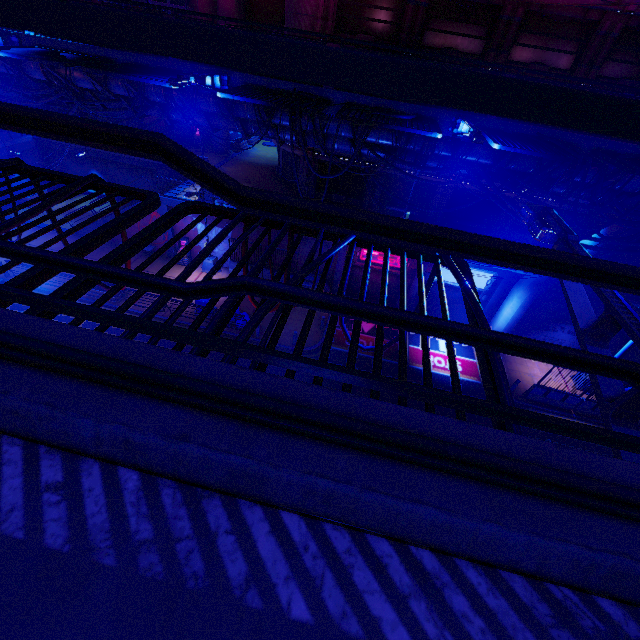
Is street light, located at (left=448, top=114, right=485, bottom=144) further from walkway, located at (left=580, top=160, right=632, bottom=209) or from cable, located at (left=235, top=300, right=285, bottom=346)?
cable, located at (left=235, top=300, right=285, bottom=346)

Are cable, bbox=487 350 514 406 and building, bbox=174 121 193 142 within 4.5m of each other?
no

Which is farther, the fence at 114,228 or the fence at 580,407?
the fence at 580,407

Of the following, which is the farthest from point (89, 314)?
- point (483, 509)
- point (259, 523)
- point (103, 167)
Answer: point (103, 167)

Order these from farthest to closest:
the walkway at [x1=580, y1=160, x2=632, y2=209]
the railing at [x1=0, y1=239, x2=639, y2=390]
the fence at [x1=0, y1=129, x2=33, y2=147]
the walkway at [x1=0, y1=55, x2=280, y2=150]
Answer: the fence at [x1=0, y1=129, x2=33, y2=147], the walkway at [x1=0, y1=55, x2=280, y2=150], the walkway at [x1=580, y1=160, x2=632, y2=209], the railing at [x1=0, y1=239, x2=639, y2=390]

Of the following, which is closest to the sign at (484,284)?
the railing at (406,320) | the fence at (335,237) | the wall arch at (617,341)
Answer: the wall arch at (617,341)

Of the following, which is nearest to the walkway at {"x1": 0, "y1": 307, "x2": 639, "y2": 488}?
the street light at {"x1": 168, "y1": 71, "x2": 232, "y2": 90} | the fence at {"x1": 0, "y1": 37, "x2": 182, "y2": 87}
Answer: the street light at {"x1": 168, "y1": 71, "x2": 232, "y2": 90}

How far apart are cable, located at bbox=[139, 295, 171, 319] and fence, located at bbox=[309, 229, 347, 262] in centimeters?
1cm
